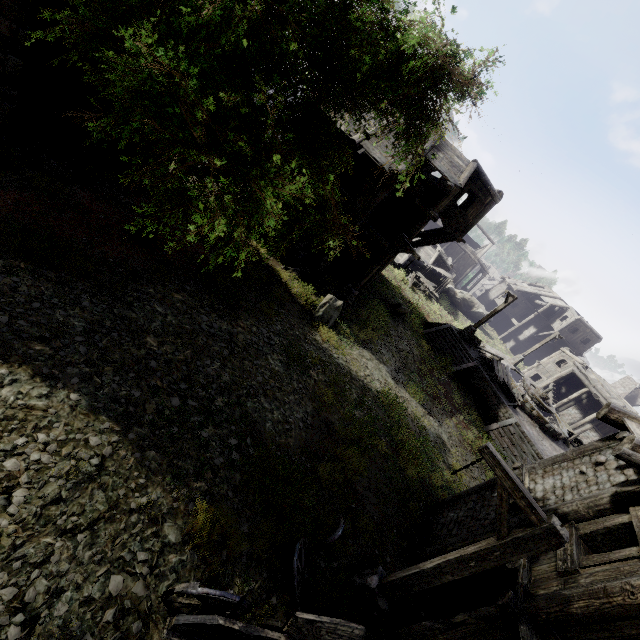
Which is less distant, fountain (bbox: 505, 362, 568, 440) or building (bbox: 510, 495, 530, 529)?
building (bbox: 510, 495, 530, 529)

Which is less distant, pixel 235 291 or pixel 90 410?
pixel 90 410

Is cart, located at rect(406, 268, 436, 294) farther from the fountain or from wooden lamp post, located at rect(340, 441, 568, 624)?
wooden lamp post, located at rect(340, 441, 568, 624)

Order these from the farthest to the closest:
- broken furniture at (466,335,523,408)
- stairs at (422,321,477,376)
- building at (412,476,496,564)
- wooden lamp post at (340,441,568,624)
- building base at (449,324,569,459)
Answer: stairs at (422,321,477,376) < broken furniture at (466,335,523,408) < building base at (449,324,569,459) < building at (412,476,496,564) < wooden lamp post at (340,441,568,624)

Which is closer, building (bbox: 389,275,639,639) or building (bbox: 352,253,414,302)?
building (bbox: 389,275,639,639)

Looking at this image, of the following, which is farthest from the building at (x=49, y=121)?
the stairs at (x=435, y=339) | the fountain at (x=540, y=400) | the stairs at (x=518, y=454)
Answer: the fountain at (x=540, y=400)

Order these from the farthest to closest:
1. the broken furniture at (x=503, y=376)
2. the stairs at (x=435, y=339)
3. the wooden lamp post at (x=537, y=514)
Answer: the stairs at (x=435, y=339), the broken furniture at (x=503, y=376), the wooden lamp post at (x=537, y=514)

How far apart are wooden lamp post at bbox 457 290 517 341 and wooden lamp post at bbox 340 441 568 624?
19.9 meters
